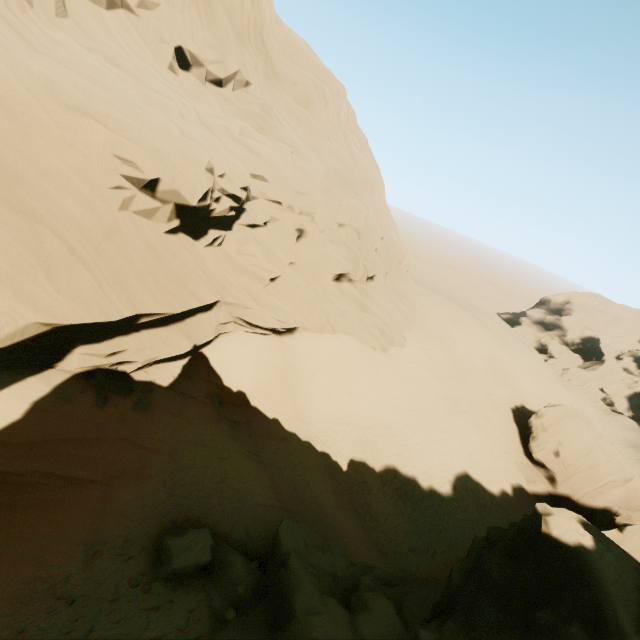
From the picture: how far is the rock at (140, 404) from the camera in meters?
13.2

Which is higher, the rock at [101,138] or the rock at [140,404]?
the rock at [101,138]

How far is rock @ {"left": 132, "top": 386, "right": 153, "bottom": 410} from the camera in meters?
13.2 m

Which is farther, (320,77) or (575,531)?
(320,77)

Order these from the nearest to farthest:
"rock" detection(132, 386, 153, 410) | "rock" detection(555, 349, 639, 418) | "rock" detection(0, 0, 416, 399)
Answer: "rock" detection(0, 0, 416, 399) < "rock" detection(132, 386, 153, 410) < "rock" detection(555, 349, 639, 418)

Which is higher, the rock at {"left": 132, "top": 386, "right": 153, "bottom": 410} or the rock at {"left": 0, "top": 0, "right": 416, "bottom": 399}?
the rock at {"left": 0, "top": 0, "right": 416, "bottom": 399}

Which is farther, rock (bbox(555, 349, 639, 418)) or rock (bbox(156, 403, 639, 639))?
rock (bbox(555, 349, 639, 418))
